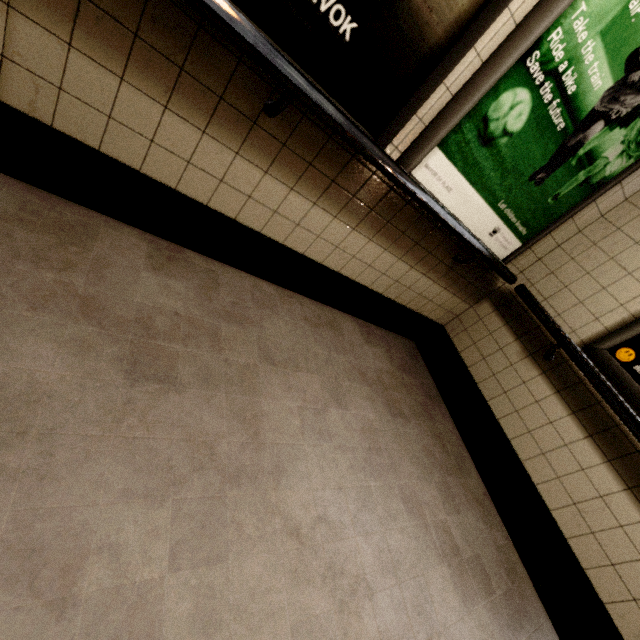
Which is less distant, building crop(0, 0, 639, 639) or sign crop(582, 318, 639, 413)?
building crop(0, 0, 639, 639)

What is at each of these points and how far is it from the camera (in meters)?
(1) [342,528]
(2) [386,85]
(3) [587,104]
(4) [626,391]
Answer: (1) building, 1.35
(2) sign, 1.26
(3) sign, 1.51
(4) sign, 1.81

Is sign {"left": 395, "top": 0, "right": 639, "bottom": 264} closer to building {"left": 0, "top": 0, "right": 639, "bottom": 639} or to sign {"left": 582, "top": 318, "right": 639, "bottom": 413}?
building {"left": 0, "top": 0, "right": 639, "bottom": 639}

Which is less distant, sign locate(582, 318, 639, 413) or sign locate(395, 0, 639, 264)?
sign locate(395, 0, 639, 264)

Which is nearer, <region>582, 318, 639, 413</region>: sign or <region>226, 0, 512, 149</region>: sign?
<region>226, 0, 512, 149</region>: sign

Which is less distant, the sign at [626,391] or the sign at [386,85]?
the sign at [386,85]

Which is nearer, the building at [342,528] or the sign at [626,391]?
the building at [342,528]
